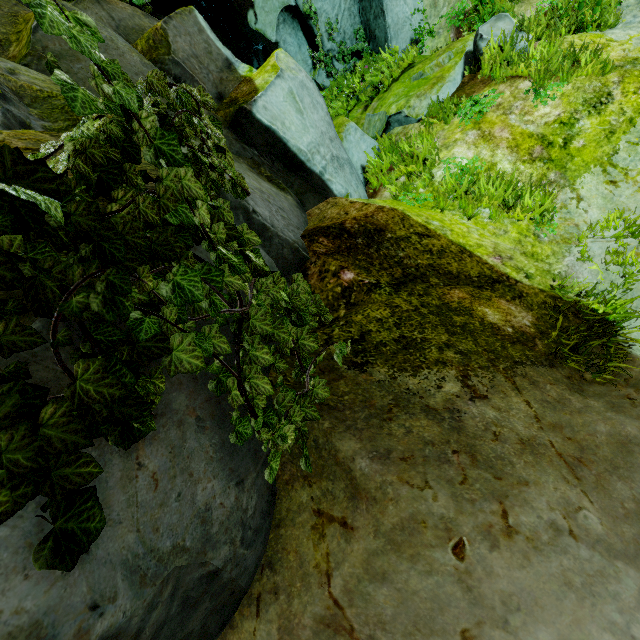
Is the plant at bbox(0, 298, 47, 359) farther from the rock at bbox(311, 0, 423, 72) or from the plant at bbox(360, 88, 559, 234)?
the plant at bbox(360, 88, 559, 234)

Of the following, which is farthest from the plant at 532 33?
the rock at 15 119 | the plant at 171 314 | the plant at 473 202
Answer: the plant at 171 314

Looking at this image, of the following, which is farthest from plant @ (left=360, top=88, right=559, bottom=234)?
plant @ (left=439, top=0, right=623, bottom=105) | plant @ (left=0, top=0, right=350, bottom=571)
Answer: plant @ (left=0, top=0, right=350, bottom=571)

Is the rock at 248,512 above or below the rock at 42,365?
below

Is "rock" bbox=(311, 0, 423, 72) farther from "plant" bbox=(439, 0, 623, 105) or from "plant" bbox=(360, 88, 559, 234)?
"plant" bbox=(360, 88, 559, 234)

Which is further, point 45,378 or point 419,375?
point 419,375

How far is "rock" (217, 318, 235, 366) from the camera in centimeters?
171cm
